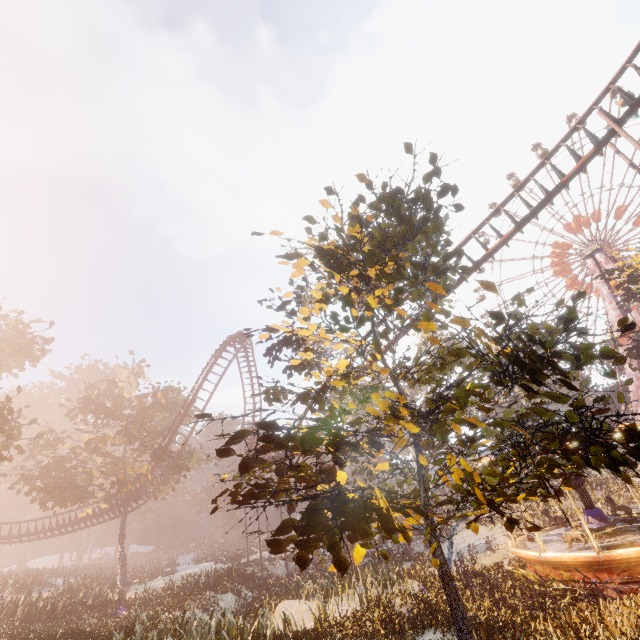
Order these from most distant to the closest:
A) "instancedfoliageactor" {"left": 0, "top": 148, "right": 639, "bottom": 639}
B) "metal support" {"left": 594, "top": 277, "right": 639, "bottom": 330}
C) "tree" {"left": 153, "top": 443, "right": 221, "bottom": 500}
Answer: "metal support" {"left": 594, "top": 277, "right": 639, "bottom": 330}, "tree" {"left": 153, "top": 443, "right": 221, "bottom": 500}, "instancedfoliageactor" {"left": 0, "top": 148, "right": 639, "bottom": 639}

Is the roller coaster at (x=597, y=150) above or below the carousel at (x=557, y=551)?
above

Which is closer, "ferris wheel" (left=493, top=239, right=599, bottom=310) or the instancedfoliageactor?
the instancedfoliageactor

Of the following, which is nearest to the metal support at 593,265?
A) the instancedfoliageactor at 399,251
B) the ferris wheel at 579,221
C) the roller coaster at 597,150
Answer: the ferris wheel at 579,221

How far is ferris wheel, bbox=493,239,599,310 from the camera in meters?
46.3 m

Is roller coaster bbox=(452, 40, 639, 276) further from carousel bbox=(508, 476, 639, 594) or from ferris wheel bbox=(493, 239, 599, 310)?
ferris wheel bbox=(493, 239, 599, 310)

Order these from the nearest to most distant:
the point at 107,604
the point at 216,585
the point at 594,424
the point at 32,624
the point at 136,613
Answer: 1. the point at 594,424
2. the point at 32,624
3. the point at 136,613
4. the point at 107,604
5. the point at 216,585

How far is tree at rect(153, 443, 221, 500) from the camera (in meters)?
31.59
